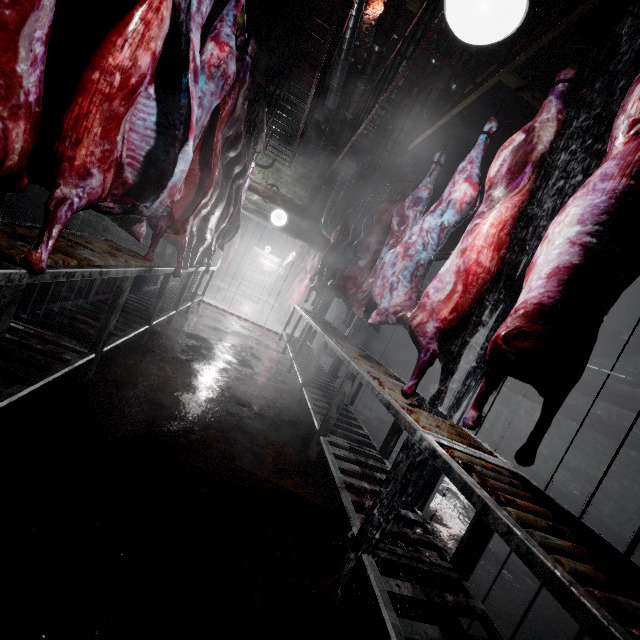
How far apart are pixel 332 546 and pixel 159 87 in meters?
2.5

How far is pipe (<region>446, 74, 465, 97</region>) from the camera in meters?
3.7

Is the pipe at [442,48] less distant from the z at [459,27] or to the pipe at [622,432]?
the pipe at [622,432]

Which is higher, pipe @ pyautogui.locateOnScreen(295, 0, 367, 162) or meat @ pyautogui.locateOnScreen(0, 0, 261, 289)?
pipe @ pyautogui.locateOnScreen(295, 0, 367, 162)

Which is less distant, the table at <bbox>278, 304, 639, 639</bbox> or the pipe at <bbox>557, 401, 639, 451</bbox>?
the table at <bbox>278, 304, 639, 639</bbox>

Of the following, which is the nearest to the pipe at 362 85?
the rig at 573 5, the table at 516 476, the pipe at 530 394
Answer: the rig at 573 5

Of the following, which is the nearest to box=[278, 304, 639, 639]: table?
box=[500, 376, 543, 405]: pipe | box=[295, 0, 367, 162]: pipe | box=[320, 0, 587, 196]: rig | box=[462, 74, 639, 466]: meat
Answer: box=[462, 74, 639, 466]: meat

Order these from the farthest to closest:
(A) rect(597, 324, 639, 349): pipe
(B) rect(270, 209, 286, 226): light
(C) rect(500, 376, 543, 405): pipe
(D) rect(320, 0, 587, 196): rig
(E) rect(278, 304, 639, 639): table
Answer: (B) rect(270, 209, 286, 226): light
(C) rect(500, 376, 543, 405): pipe
(A) rect(597, 324, 639, 349): pipe
(D) rect(320, 0, 587, 196): rig
(E) rect(278, 304, 639, 639): table
